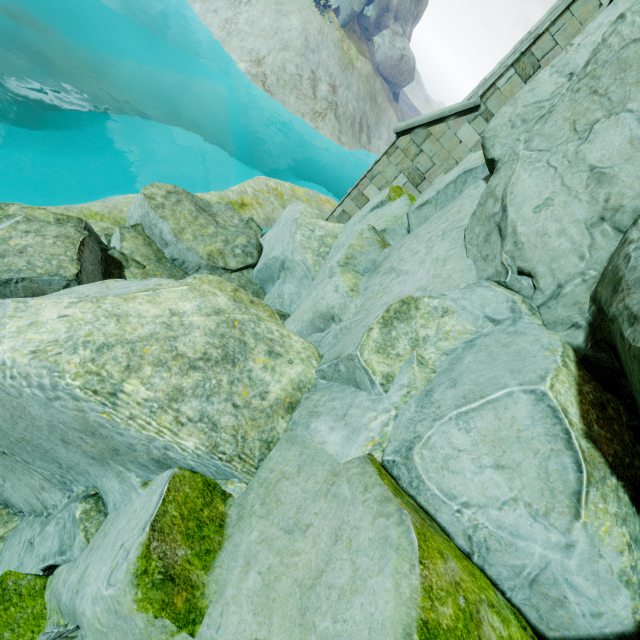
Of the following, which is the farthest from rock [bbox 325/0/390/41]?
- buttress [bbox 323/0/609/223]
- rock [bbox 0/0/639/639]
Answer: buttress [bbox 323/0/609/223]

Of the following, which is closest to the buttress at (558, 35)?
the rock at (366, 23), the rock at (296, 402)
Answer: the rock at (296, 402)

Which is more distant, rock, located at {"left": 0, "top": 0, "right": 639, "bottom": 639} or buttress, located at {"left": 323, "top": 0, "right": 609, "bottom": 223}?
buttress, located at {"left": 323, "top": 0, "right": 609, "bottom": 223}

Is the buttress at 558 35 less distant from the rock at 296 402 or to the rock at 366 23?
the rock at 296 402

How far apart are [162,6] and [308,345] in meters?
39.0

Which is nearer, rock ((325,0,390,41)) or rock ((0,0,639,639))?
rock ((0,0,639,639))

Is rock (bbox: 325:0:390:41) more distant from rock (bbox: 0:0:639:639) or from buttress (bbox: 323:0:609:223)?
buttress (bbox: 323:0:609:223)
